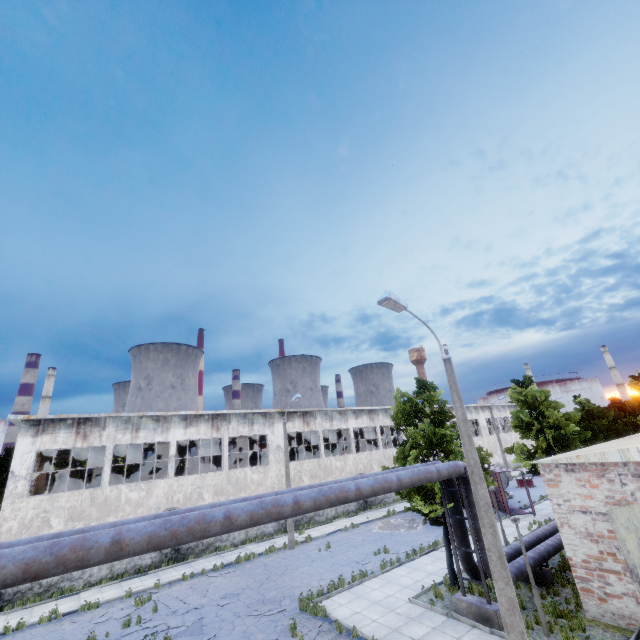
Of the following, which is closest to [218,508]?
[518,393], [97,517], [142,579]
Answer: [142,579]

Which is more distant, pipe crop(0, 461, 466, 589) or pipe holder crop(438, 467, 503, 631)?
pipe holder crop(438, 467, 503, 631)

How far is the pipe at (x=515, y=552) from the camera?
12.6m

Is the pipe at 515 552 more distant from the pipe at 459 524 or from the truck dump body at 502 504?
→ the truck dump body at 502 504

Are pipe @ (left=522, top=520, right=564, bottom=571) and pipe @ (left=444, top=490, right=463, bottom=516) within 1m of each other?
yes

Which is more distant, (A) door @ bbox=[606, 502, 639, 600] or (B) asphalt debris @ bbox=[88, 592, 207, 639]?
(B) asphalt debris @ bbox=[88, 592, 207, 639]

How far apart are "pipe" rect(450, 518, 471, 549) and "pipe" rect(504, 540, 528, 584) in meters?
0.4 m

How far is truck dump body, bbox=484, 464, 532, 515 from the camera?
24.96m
